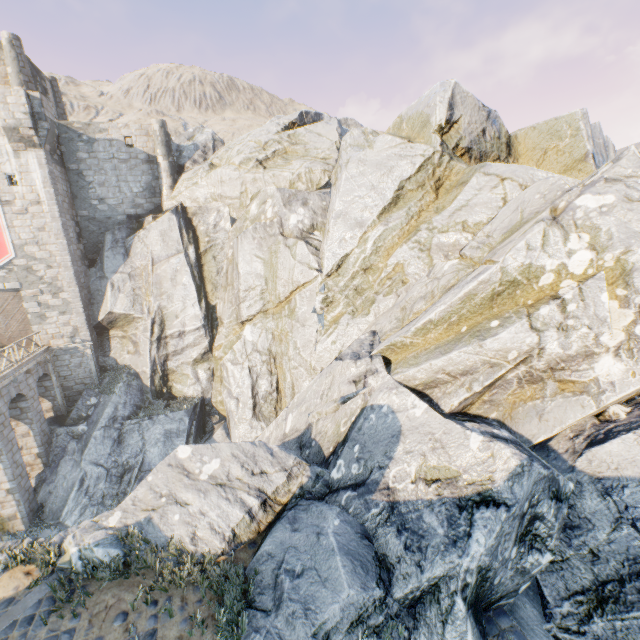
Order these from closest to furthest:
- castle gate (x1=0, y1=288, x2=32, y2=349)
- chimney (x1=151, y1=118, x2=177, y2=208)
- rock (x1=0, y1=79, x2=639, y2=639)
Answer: rock (x1=0, y1=79, x2=639, y2=639)
castle gate (x1=0, y1=288, x2=32, y2=349)
chimney (x1=151, y1=118, x2=177, y2=208)

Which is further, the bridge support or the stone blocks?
the bridge support

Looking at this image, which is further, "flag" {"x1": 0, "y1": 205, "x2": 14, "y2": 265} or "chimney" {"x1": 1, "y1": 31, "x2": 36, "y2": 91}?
"chimney" {"x1": 1, "y1": 31, "x2": 36, "y2": 91}

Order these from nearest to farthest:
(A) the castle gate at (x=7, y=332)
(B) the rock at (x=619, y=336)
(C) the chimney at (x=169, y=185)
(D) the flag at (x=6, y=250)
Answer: (B) the rock at (x=619, y=336) < (D) the flag at (x=6, y=250) < (A) the castle gate at (x=7, y=332) < (C) the chimney at (x=169, y=185)

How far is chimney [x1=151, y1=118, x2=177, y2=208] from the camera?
22.6 meters

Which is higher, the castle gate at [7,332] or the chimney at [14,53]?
the chimney at [14,53]

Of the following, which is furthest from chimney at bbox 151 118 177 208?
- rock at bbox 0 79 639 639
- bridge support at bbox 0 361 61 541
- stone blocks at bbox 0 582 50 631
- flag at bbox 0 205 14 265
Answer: stone blocks at bbox 0 582 50 631

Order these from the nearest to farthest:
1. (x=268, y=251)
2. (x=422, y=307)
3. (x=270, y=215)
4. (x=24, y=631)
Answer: (x=24, y=631), (x=422, y=307), (x=268, y=251), (x=270, y=215)
